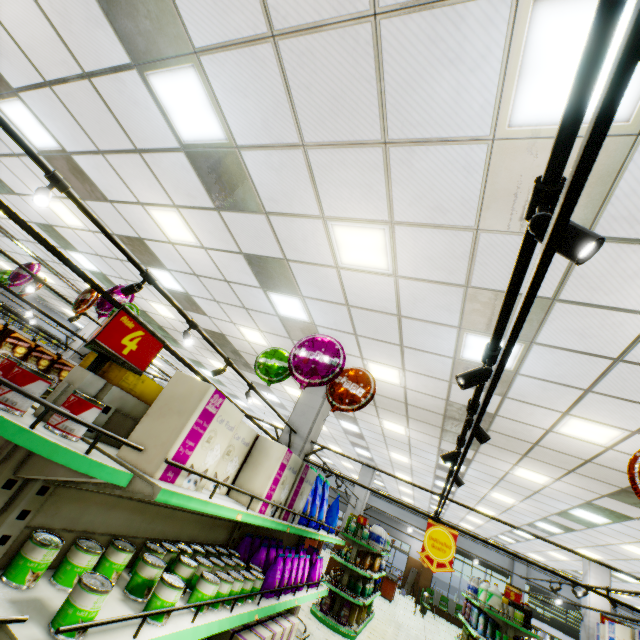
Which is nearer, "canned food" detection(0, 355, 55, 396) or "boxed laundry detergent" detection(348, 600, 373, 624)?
"canned food" detection(0, 355, 55, 396)

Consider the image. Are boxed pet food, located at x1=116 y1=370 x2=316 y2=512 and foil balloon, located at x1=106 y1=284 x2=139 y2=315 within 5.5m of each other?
yes

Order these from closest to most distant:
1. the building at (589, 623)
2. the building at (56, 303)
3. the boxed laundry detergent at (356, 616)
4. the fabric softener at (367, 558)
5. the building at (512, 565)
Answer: the boxed laundry detergent at (356, 616) < the fabric softener at (367, 558) < the building at (589, 623) < the building at (56, 303) < the building at (512, 565)

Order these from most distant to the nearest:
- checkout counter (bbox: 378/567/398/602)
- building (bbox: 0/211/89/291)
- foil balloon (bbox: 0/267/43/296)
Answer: checkout counter (bbox: 378/567/398/602) → building (bbox: 0/211/89/291) → foil balloon (bbox: 0/267/43/296)

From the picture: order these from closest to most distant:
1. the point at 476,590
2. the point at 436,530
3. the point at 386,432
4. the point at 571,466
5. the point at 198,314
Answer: the point at 436,530
the point at 571,466
the point at 198,314
the point at 476,590
the point at 386,432

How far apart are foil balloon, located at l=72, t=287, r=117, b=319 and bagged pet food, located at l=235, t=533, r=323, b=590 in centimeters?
415cm

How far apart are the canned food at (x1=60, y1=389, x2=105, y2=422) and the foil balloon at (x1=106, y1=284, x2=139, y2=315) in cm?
431

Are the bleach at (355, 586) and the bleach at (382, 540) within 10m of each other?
yes
